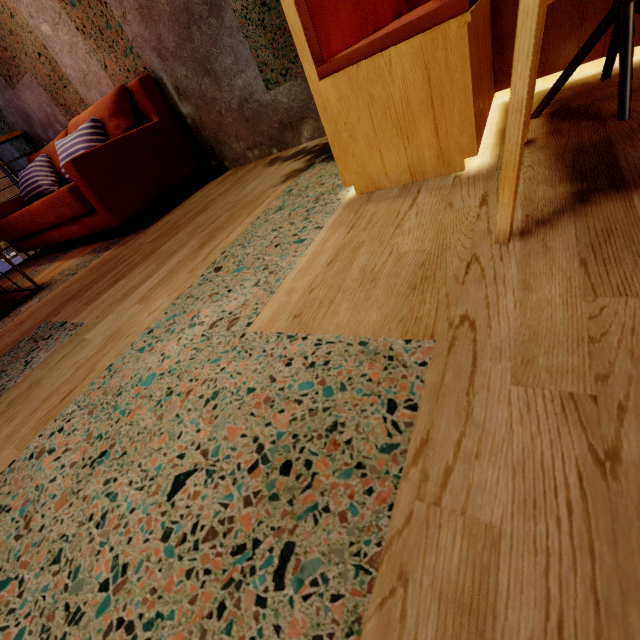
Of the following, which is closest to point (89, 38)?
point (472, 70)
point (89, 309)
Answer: point (89, 309)

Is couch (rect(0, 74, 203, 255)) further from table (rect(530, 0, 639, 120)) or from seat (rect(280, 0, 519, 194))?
table (rect(530, 0, 639, 120))

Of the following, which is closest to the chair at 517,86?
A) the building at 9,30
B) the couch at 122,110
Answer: the building at 9,30

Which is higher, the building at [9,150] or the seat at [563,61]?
the building at [9,150]

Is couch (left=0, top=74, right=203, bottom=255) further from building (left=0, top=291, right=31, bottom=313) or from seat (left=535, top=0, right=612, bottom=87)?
seat (left=535, top=0, right=612, bottom=87)

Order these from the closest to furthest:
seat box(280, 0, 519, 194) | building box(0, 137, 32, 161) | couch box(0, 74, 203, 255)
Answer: seat box(280, 0, 519, 194), couch box(0, 74, 203, 255), building box(0, 137, 32, 161)

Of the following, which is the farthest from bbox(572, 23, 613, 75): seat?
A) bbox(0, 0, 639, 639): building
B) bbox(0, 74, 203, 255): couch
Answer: bbox(0, 74, 203, 255): couch
